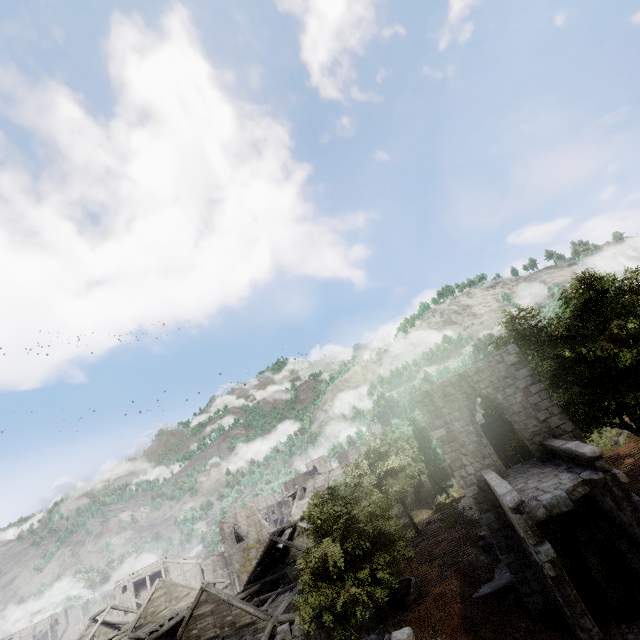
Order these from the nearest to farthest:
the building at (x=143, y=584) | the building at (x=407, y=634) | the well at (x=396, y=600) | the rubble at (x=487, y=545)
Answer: the building at (x=407, y=634)
the well at (x=396, y=600)
the rubble at (x=487, y=545)
the building at (x=143, y=584)

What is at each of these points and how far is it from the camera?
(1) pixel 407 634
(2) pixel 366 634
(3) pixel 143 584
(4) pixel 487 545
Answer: (1) building, 6.7 meters
(2) building, 14.6 meters
(3) building, 52.8 meters
(4) rubble, 19.8 meters

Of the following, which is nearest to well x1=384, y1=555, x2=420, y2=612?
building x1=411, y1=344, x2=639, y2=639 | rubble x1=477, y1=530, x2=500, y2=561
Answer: building x1=411, y1=344, x2=639, y2=639

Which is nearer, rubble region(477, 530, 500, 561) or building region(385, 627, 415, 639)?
building region(385, 627, 415, 639)

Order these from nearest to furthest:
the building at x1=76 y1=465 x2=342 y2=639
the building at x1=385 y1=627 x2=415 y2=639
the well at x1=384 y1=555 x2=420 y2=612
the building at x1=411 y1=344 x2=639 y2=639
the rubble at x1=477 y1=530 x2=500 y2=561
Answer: the building at x1=385 y1=627 x2=415 y2=639
the building at x1=411 y1=344 x2=639 y2=639
the well at x1=384 y1=555 x2=420 y2=612
the rubble at x1=477 y1=530 x2=500 y2=561
the building at x1=76 y1=465 x2=342 y2=639

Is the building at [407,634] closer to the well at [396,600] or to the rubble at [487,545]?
the rubble at [487,545]

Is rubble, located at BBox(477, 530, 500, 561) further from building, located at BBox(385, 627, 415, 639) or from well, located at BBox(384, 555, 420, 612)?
well, located at BBox(384, 555, 420, 612)
